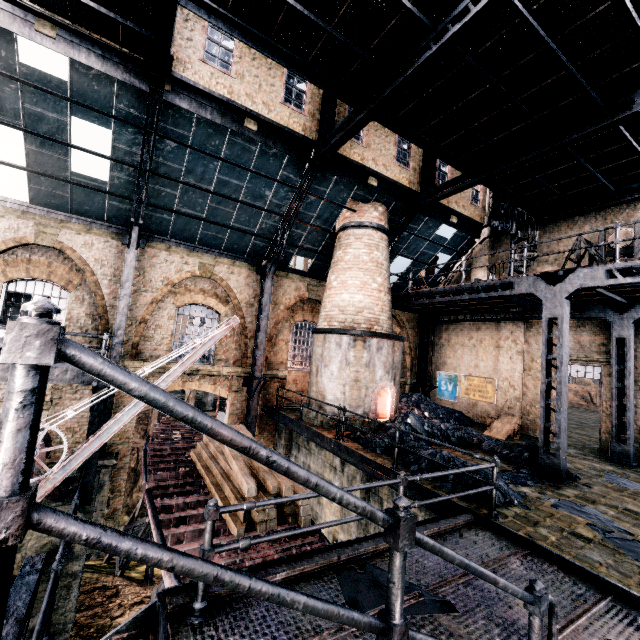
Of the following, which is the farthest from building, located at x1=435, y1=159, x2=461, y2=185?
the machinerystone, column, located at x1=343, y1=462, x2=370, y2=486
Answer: column, located at x1=343, y1=462, x2=370, y2=486

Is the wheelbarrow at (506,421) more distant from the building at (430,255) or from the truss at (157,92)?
the truss at (157,92)

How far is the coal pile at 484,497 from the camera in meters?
7.6

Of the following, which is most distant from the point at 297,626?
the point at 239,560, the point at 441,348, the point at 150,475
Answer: the point at 441,348

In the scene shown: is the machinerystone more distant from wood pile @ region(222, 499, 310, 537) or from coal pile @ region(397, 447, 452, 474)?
coal pile @ region(397, 447, 452, 474)

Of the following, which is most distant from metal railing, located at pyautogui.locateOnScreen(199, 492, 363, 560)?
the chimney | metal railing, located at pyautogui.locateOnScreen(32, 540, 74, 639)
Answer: the chimney

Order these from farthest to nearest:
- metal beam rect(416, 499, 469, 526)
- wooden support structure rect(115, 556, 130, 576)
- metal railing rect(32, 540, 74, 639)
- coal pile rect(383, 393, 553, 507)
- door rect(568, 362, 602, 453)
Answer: door rect(568, 362, 602, 453), wooden support structure rect(115, 556, 130, 576), coal pile rect(383, 393, 553, 507), metal beam rect(416, 499, 469, 526), metal railing rect(32, 540, 74, 639)

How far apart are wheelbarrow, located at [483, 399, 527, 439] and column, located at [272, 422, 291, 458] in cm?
945
